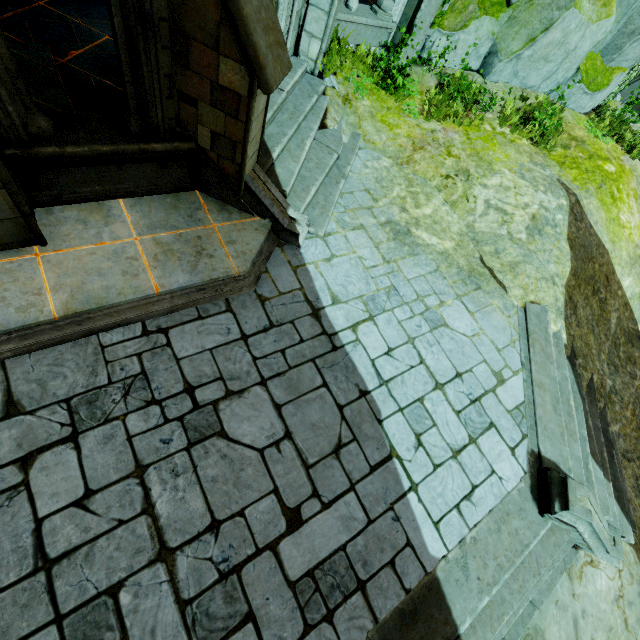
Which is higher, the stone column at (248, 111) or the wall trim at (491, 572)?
the stone column at (248, 111)

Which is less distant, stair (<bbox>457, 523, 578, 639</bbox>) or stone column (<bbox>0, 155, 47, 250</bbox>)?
stone column (<bbox>0, 155, 47, 250</bbox>)

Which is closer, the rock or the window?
the window

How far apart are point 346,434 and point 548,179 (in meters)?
8.85

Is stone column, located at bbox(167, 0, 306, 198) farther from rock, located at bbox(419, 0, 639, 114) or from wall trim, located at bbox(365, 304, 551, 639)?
rock, located at bbox(419, 0, 639, 114)

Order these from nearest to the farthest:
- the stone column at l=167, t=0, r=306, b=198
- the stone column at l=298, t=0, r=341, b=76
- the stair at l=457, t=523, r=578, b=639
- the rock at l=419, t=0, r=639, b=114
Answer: the stone column at l=167, t=0, r=306, b=198, the stair at l=457, t=523, r=578, b=639, the stone column at l=298, t=0, r=341, b=76, the rock at l=419, t=0, r=639, b=114

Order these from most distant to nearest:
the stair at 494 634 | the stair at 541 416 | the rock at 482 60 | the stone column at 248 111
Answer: the rock at 482 60 < the stair at 541 416 < the stair at 494 634 < the stone column at 248 111

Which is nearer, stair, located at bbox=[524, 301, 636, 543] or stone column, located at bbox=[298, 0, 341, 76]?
stair, located at bbox=[524, 301, 636, 543]
